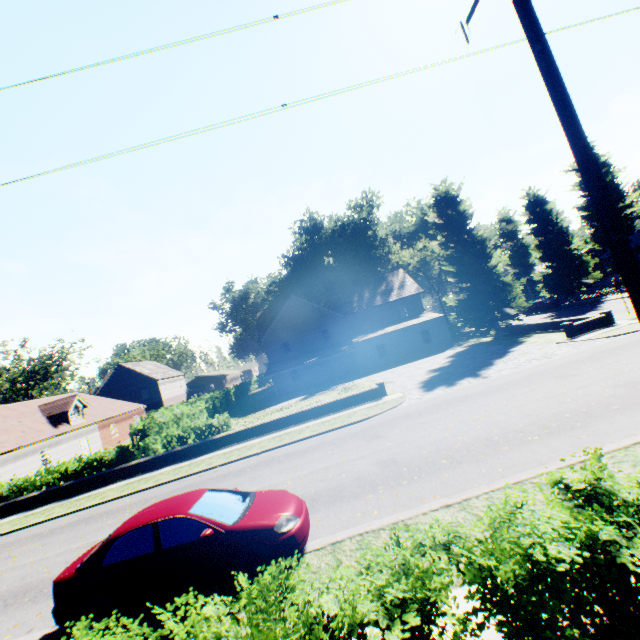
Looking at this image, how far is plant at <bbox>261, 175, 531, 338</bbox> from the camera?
28.70m

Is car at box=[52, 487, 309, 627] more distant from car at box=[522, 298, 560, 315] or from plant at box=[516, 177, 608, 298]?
car at box=[522, 298, 560, 315]

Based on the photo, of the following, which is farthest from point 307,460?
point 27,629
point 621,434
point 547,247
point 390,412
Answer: point 547,247

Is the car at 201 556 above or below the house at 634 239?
below

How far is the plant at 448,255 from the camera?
28.7m

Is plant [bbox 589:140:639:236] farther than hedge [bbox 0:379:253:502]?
Yes

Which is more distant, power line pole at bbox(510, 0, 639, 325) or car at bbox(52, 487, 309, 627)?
car at bbox(52, 487, 309, 627)

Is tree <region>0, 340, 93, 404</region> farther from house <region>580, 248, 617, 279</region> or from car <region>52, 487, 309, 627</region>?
house <region>580, 248, 617, 279</region>
